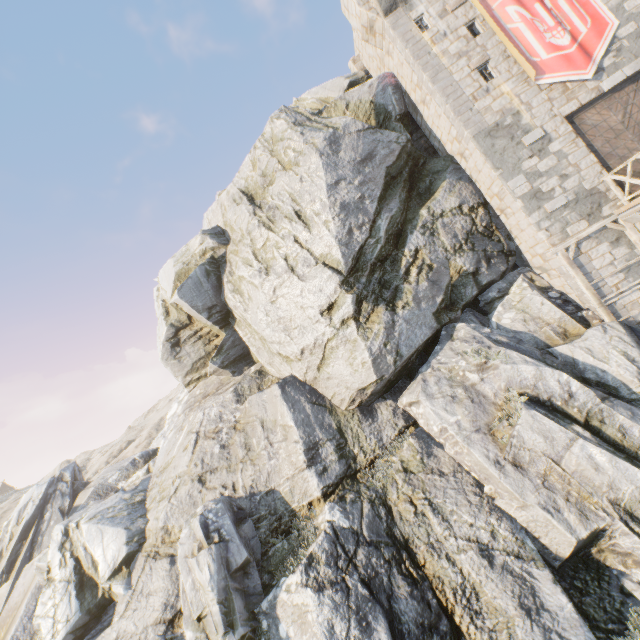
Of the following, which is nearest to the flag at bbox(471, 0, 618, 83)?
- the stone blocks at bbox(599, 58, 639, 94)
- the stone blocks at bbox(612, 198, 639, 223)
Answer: the stone blocks at bbox(599, 58, 639, 94)

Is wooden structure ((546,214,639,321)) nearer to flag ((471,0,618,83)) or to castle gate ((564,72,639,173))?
castle gate ((564,72,639,173))

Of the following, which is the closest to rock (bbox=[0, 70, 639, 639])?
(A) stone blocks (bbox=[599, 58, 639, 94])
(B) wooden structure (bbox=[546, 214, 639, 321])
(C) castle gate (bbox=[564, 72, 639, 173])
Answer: (B) wooden structure (bbox=[546, 214, 639, 321])

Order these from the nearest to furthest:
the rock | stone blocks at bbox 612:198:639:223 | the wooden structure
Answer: the rock < stone blocks at bbox 612:198:639:223 < the wooden structure

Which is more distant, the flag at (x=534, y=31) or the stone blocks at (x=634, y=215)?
the flag at (x=534, y=31)

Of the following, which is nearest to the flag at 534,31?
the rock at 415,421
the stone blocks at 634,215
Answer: the rock at 415,421

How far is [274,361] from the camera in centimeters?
1559cm

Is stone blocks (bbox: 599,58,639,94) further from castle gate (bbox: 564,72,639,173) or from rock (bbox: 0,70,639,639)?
rock (bbox: 0,70,639,639)
